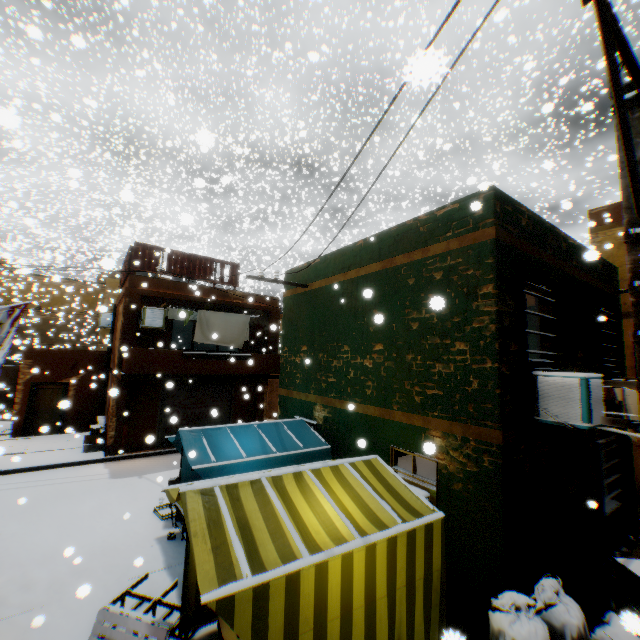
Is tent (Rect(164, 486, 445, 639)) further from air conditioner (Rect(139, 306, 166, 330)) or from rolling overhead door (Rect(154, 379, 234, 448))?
air conditioner (Rect(139, 306, 166, 330))

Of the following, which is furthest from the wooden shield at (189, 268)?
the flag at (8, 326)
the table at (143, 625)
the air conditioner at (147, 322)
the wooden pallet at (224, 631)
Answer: the wooden pallet at (224, 631)

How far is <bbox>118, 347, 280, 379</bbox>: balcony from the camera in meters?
11.6 m

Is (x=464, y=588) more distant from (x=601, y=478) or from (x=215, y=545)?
(x=601, y=478)

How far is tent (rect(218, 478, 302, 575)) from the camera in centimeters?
321cm

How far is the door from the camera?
15.2m

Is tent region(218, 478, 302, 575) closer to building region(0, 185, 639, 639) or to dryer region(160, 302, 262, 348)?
building region(0, 185, 639, 639)

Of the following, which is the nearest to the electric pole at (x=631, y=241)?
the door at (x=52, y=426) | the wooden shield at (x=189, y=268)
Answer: the wooden shield at (x=189, y=268)
